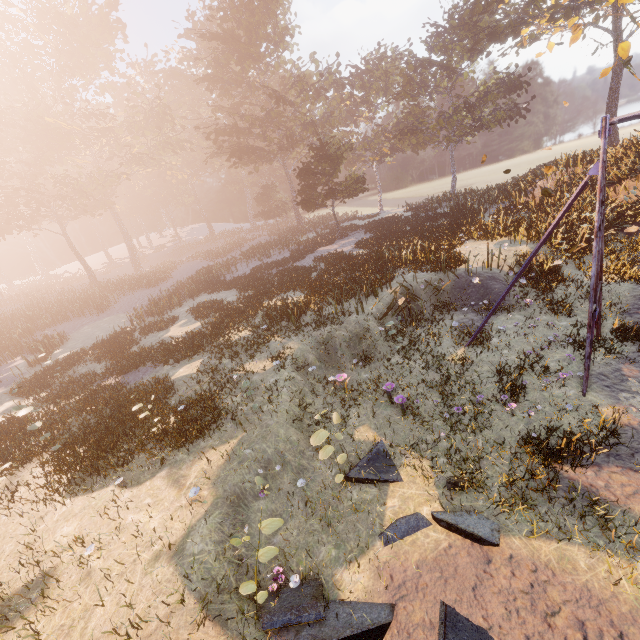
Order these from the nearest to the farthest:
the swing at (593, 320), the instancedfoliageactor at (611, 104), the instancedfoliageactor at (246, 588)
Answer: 1. the instancedfoliageactor at (246, 588)
2. the swing at (593, 320)
3. the instancedfoliageactor at (611, 104)

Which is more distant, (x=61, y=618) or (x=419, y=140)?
(x=419, y=140)

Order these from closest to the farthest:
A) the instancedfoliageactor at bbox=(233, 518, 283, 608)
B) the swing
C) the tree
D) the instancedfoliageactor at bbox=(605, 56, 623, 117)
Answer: the instancedfoliageactor at bbox=(233, 518, 283, 608) → the swing → the tree → the instancedfoliageactor at bbox=(605, 56, 623, 117)

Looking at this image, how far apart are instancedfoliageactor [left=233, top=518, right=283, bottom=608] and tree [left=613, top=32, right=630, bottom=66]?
23.18m

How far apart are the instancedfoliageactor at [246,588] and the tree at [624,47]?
23.2m

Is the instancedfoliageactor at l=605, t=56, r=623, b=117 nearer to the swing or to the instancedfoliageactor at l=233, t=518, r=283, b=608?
the swing

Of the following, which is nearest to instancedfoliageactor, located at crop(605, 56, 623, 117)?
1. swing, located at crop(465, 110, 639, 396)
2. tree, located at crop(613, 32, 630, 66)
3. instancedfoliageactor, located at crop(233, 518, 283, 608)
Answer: tree, located at crop(613, 32, 630, 66)
